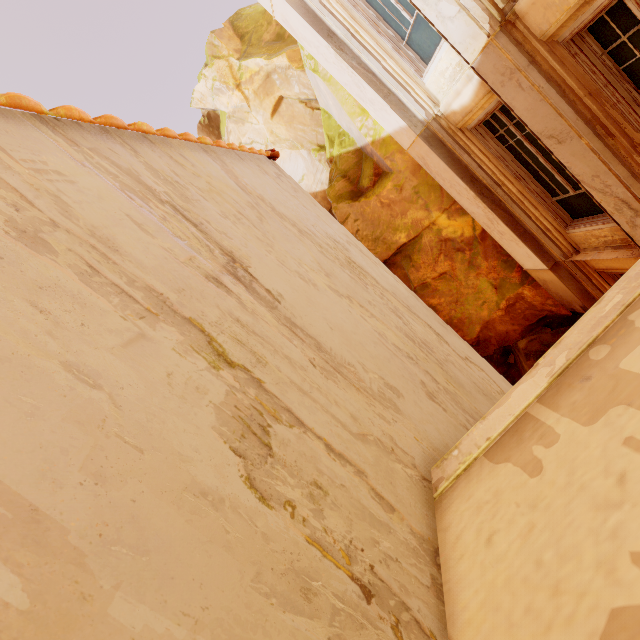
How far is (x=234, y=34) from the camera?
15.3m

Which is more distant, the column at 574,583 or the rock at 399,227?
the rock at 399,227

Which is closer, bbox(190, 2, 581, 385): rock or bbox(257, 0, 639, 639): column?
bbox(257, 0, 639, 639): column
